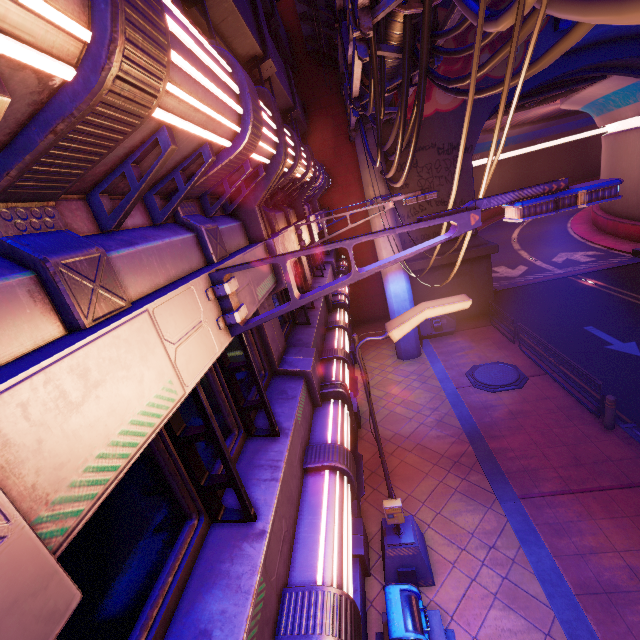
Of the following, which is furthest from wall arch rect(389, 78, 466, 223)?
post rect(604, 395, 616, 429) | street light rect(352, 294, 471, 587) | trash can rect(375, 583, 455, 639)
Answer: trash can rect(375, 583, 455, 639)

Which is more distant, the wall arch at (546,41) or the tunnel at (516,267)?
the tunnel at (516,267)

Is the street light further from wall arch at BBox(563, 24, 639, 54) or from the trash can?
wall arch at BBox(563, 24, 639, 54)

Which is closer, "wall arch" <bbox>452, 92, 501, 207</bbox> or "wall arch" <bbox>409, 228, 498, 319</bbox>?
"wall arch" <bbox>452, 92, 501, 207</bbox>

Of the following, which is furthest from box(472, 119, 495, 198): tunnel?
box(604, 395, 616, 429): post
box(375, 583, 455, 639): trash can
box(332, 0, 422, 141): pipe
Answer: box(375, 583, 455, 639): trash can

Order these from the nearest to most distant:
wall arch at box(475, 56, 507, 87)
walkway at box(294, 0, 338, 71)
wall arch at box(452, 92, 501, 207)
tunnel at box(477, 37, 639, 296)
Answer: walkway at box(294, 0, 338, 71)
wall arch at box(475, 56, 507, 87)
wall arch at box(452, 92, 501, 207)
tunnel at box(477, 37, 639, 296)

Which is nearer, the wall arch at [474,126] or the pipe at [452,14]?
the pipe at [452,14]

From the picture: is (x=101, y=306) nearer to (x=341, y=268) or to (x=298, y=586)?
(x=298, y=586)
